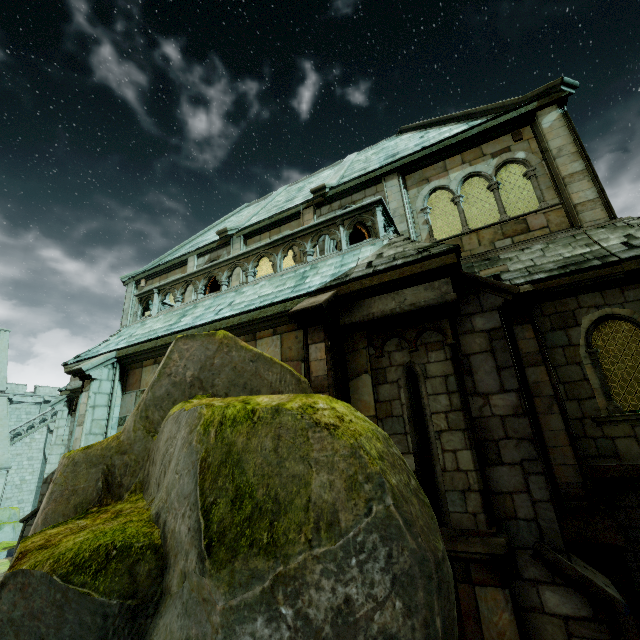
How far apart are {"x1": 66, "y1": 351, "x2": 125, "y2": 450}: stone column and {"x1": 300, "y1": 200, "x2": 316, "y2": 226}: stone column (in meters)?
5.61

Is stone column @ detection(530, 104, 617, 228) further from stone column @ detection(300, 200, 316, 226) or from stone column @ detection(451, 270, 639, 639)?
stone column @ detection(300, 200, 316, 226)

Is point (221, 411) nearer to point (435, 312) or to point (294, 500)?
point (294, 500)

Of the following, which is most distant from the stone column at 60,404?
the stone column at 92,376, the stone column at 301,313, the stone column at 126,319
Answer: the stone column at 301,313

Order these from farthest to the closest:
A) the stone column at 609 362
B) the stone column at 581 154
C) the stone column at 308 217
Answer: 1. the stone column at 308 217
2. the stone column at 609 362
3. the stone column at 581 154

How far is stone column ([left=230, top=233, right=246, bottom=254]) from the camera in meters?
13.0 m

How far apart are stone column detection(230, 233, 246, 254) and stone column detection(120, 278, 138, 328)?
6.2m

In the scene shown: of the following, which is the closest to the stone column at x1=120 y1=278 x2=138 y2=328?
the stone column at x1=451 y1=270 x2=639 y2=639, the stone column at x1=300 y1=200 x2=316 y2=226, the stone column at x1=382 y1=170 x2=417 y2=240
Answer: the stone column at x1=300 y1=200 x2=316 y2=226
